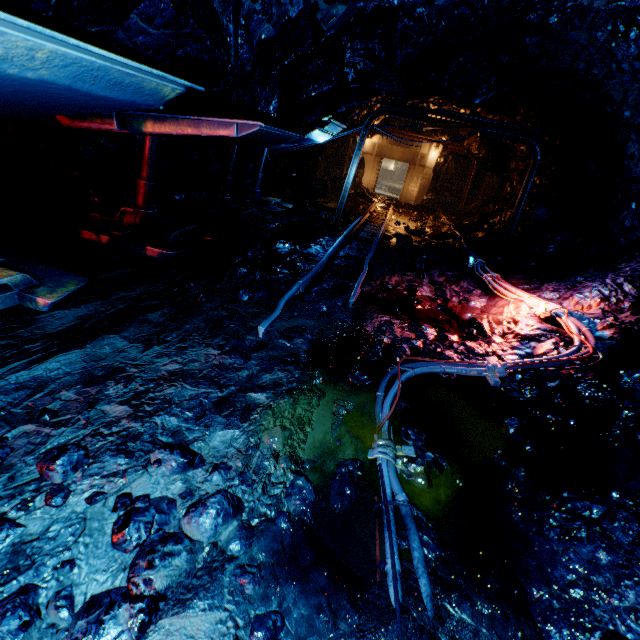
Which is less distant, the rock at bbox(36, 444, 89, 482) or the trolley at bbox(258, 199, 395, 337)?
the rock at bbox(36, 444, 89, 482)

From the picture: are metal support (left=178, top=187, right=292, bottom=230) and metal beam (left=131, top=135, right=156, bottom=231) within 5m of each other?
yes

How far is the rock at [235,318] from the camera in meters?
3.8

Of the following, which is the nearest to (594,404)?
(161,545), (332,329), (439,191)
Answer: (332,329)

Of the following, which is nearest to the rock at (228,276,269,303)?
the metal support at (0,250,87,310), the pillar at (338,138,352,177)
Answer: the pillar at (338,138,352,177)

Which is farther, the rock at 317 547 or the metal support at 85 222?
the metal support at 85 222

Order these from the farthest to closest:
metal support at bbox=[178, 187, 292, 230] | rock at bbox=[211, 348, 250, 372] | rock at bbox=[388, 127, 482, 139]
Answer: rock at bbox=[388, 127, 482, 139]
metal support at bbox=[178, 187, 292, 230]
rock at bbox=[211, 348, 250, 372]
